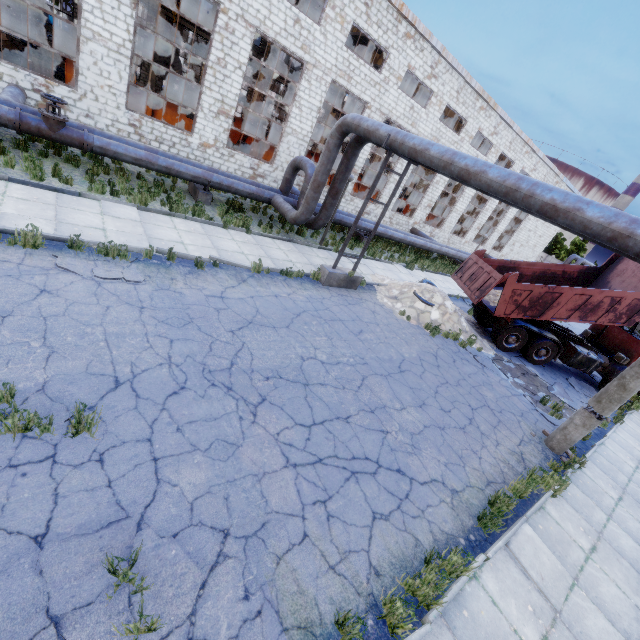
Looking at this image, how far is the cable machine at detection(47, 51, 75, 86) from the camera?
14.1 meters

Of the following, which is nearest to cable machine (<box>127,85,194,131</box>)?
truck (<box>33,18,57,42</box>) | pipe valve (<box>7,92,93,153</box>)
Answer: pipe valve (<box>7,92,93,153</box>)

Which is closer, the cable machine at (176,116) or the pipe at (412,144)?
the pipe at (412,144)

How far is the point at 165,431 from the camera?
4.6m

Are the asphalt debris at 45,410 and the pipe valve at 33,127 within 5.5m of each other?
no

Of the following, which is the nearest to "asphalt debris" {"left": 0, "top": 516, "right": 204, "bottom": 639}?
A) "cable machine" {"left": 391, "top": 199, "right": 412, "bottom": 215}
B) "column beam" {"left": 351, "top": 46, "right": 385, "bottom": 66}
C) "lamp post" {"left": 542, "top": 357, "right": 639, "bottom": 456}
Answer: "lamp post" {"left": 542, "top": 357, "right": 639, "bottom": 456}

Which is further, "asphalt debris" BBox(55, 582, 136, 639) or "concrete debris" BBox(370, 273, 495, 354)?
"concrete debris" BBox(370, 273, 495, 354)

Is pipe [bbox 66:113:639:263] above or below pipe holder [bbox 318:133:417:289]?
above
